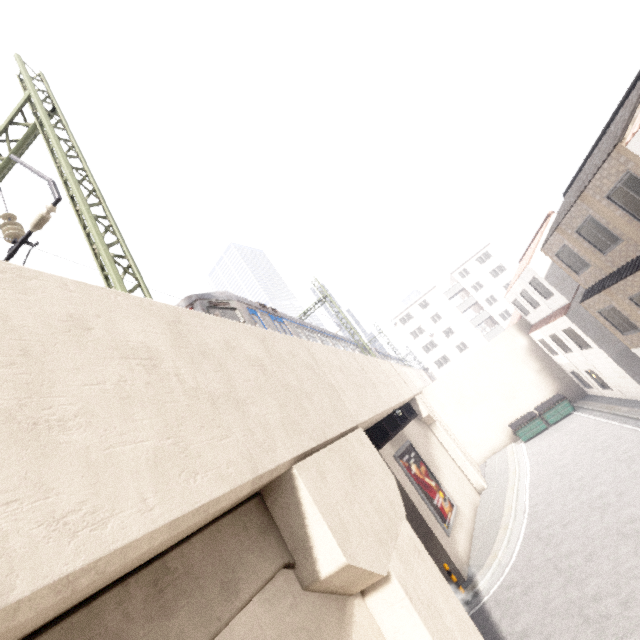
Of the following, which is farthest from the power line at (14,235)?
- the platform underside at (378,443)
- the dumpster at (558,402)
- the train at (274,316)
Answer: the dumpster at (558,402)

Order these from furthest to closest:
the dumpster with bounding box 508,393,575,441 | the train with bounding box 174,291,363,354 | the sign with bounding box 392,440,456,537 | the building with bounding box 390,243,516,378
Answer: the building with bounding box 390,243,516,378, the dumpster with bounding box 508,393,575,441, the sign with bounding box 392,440,456,537, the train with bounding box 174,291,363,354

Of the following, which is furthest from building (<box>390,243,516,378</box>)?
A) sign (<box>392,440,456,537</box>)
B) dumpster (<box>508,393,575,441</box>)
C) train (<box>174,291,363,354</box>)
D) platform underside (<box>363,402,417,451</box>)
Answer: dumpster (<box>508,393,575,441</box>)

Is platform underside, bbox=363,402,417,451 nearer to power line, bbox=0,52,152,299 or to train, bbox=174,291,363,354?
train, bbox=174,291,363,354

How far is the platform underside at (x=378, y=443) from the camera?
15.3m

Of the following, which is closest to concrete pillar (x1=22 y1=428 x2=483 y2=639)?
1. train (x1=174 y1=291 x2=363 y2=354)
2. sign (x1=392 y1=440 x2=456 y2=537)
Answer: train (x1=174 y1=291 x2=363 y2=354)

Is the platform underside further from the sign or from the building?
the building

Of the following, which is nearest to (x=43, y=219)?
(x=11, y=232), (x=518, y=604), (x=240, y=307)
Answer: (x=11, y=232)
